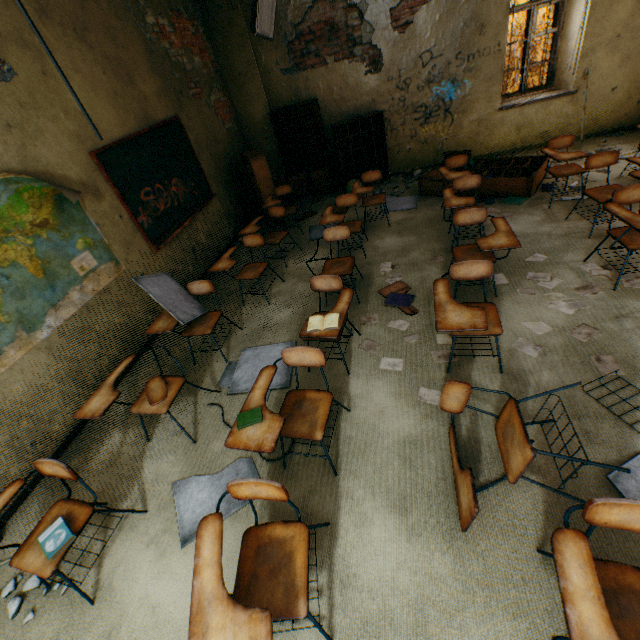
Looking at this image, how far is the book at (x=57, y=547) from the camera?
1.9 meters

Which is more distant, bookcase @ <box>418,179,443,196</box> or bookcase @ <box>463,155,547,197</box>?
bookcase @ <box>418,179,443,196</box>

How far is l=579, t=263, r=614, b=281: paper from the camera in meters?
3.2

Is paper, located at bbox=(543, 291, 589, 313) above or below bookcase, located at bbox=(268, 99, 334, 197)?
below

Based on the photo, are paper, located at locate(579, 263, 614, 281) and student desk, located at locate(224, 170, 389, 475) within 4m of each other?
yes

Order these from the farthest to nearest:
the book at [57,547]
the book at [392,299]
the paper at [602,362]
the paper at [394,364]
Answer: the book at [392,299] → the paper at [394,364] → the paper at [602,362] → the book at [57,547]

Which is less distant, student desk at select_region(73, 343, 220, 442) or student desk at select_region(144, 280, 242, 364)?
student desk at select_region(73, 343, 220, 442)

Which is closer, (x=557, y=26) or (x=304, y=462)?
(x=304, y=462)
